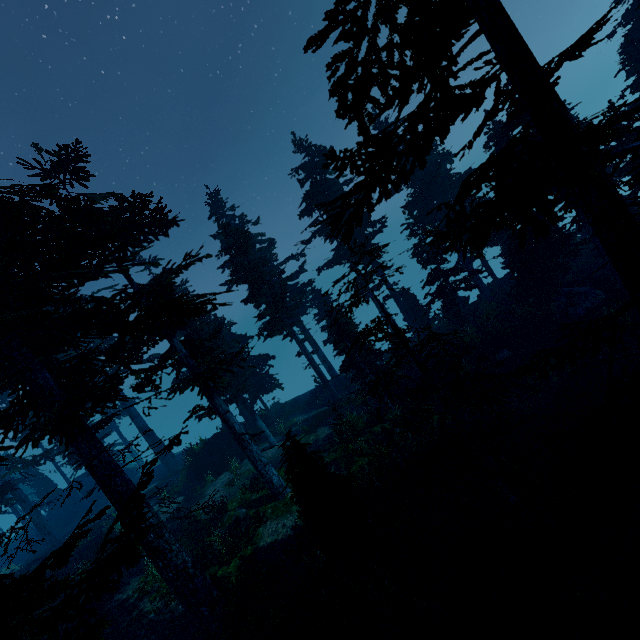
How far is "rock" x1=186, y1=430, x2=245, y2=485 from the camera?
23.6m

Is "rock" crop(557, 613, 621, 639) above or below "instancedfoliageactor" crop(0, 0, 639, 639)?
below

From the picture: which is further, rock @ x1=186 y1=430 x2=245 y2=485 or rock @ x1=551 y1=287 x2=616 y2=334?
rock @ x1=186 y1=430 x2=245 y2=485

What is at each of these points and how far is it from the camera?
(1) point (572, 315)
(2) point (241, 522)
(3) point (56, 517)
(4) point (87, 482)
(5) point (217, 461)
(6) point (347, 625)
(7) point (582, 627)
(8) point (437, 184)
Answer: (1) rock, 17.44m
(2) rock, 15.23m
(3) rock, 36.44m
(4) rock, 37.53m
(5) rock, 24.16m
(6) instancedfoliageactor, 9.98m
(7) rock, 7.20m
(8) instancedfoliageactor, 25.17m

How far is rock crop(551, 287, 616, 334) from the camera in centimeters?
1689cm

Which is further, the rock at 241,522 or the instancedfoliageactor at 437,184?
the rock at 241,522

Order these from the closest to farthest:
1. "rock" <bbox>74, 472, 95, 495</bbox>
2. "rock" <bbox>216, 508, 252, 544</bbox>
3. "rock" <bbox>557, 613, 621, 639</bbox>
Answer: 1. "rock" <bbox>557, 613, 621, 639</bbox>
2. "rock" <bbox>216, 508, 252, 544</bbox>
3. "rock" <bbox>74, 472, 95, 495</bbox>
